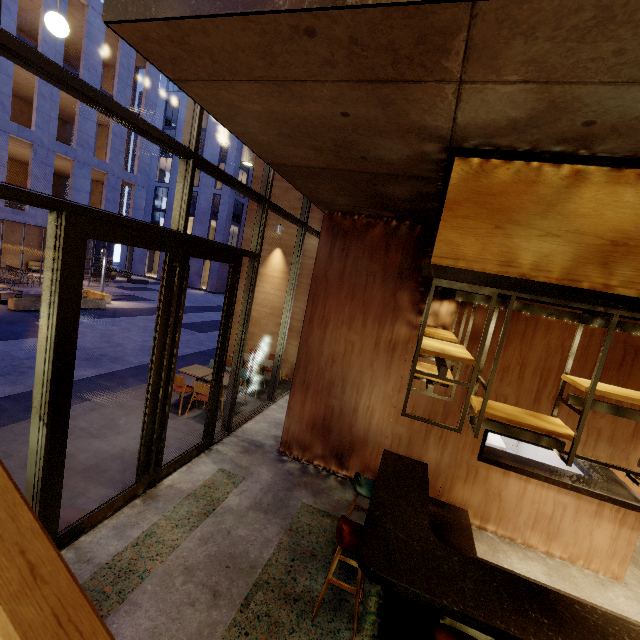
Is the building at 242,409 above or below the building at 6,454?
above

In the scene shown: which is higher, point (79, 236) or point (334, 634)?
point (79, 236)

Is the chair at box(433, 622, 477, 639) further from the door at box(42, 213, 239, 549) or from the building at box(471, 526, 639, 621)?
the door at box(42, 213, 239, 549)

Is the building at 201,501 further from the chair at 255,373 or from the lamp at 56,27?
the lamp at 56,27

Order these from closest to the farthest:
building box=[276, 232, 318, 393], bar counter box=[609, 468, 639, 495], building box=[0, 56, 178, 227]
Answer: bar counter box=[609, 468, 639, 495] → building box=[276, 232, 318, 393] → building box=[0, 56, 178, 227]

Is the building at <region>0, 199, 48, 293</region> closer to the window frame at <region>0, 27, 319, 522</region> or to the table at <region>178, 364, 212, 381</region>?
the table at <region>178, 364, 212, 381</region>

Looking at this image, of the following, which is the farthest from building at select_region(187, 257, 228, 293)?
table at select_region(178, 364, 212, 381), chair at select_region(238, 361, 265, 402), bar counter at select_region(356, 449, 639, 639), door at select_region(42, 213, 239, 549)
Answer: bar counter at select_region(356, 449, 639, 639)

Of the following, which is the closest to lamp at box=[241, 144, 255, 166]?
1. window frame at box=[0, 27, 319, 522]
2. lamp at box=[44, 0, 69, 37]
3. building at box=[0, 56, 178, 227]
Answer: window frame at box=[0, 27, 319, 522]
